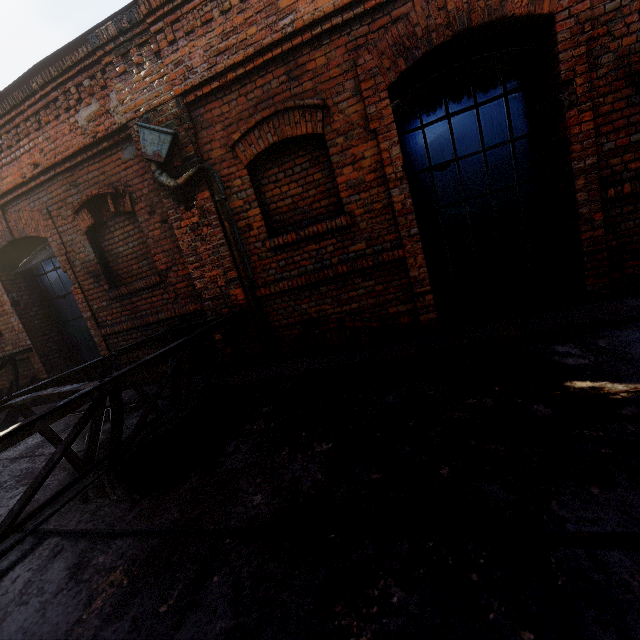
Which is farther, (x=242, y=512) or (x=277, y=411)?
(x=277, y=411)

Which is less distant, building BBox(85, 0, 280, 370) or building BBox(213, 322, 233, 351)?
building BBox(85, 0, 280, 370)

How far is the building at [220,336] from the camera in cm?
460

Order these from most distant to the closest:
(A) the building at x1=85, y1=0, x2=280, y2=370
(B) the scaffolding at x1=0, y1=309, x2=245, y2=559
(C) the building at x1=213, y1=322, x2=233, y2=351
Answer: (C) the building at x1=213, y1=322, x2=233, y2=351
(A) the building at x1=85, y1=0, x2=280, y2=370
(B) the scaffolding at x1=0, y1=309, x2=245, y2=559

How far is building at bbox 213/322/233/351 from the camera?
4.6m

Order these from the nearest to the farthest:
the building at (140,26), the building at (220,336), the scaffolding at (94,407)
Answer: the scaffolding at (94,407) < the building at (140,26) < the building at (220,336)

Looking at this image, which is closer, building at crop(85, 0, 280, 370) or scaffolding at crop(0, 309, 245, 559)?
scaffolding at crop(0, 309, 245, 559)
